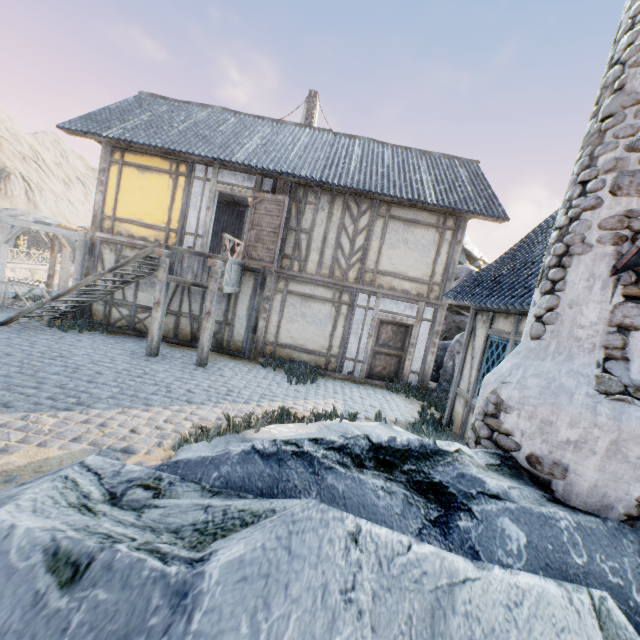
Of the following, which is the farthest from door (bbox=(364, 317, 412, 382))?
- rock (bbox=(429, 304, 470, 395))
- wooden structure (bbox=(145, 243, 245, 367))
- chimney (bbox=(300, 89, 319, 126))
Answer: chimney (bbox=(300, 89, 319, 126))

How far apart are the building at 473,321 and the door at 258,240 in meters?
5.6

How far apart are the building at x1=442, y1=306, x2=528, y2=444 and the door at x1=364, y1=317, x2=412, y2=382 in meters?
2.9 m

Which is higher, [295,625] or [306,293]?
[306,293]

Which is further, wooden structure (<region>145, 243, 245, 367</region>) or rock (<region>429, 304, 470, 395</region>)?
rock (<region>429, 304, 470, 395</region>)

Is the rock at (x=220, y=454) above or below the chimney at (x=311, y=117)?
below

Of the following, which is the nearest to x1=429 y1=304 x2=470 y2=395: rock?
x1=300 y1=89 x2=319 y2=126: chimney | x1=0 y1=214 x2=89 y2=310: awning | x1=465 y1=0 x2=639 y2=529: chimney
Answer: x1=465 y1=0 x2=639 y2=529: chimney

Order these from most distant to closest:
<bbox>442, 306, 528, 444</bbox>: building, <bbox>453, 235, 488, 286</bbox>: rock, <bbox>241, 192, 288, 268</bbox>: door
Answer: <bbox>453, 235, 488, 286</bbox>: rock < <bbox>241, 192, 288, 268</bbox>: door < <bbox>442, 306, 528, 444</bbox>: building
